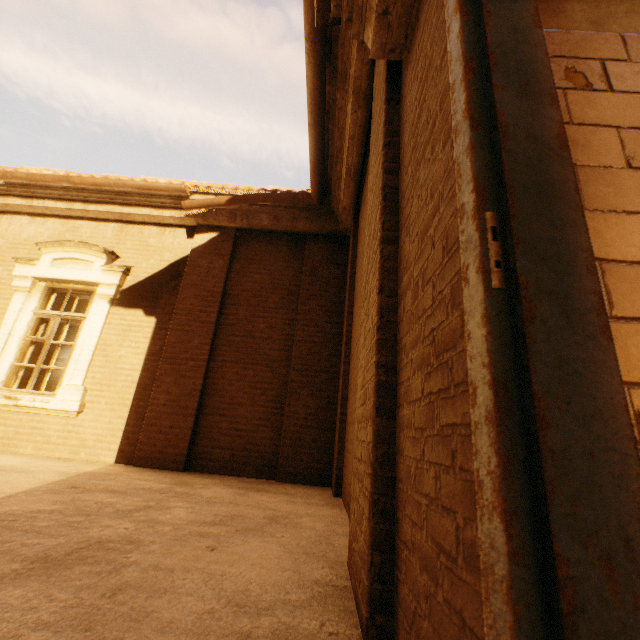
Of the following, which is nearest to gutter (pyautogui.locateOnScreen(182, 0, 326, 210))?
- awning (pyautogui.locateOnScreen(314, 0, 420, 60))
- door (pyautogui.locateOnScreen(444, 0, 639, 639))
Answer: awning (pyautogui.locateOnScreen(314, 0, 420, 60))

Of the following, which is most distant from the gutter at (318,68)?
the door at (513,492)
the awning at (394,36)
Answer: the door at (513,492)

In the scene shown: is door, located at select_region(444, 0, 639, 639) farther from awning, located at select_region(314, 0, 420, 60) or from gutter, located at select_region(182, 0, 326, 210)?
gutter, located at select_region(182, 0, 326, 210)

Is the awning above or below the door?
above

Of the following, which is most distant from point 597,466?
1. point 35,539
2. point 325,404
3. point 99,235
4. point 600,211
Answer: point 99,235

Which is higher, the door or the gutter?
the gutter

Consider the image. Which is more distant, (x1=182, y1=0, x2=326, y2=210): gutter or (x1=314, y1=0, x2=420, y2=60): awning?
(x1=182, y1=0, x2=326, y2=210): gutter

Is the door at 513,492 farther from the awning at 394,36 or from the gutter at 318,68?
the gutter at 318,68
